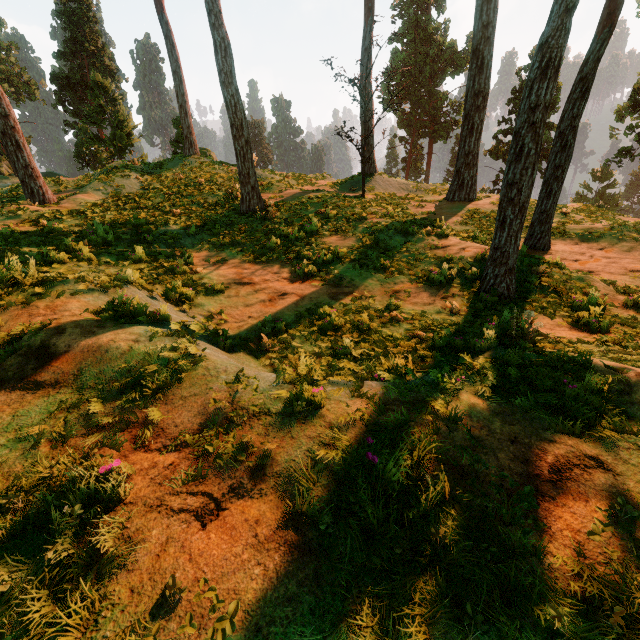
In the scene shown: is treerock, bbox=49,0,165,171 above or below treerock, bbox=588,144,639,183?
above

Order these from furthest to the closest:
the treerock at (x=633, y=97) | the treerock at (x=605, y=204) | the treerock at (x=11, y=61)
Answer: the treerock at (x=633, y=97), the treerock at (x=605, y=204), the treerock at (x=11, y=61)

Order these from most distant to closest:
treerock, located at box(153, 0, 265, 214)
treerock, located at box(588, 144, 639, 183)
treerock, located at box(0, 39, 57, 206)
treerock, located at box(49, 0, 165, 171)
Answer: treerock, located at box(49, 0, 165, 171)
treerock, located at box(588, 144, 639, 183)
treerock, located at box(0, 39, 57, 206)
treerock, located at box(153, 0, 265, 214)

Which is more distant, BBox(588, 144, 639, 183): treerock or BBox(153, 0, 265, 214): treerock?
BBox(588, 144, 639, 183): treerock

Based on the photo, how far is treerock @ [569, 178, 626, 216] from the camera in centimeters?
1915cm

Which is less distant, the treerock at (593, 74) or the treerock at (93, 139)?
the treerock at (593, 74)

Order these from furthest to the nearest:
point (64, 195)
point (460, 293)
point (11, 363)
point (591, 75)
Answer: point (64, 195)
point (591, 75)
point (460, 293)
point (11, 363)
